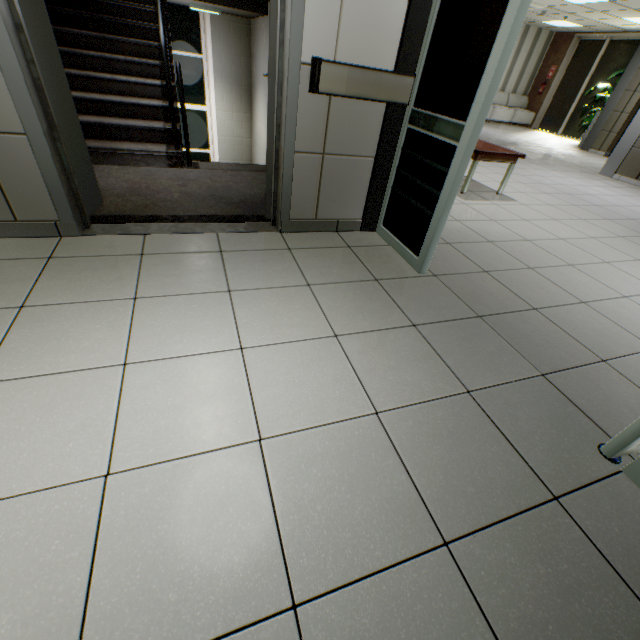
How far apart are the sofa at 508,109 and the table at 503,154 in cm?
1010

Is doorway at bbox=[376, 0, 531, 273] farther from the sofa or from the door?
the sofa

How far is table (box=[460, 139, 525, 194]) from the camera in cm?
402

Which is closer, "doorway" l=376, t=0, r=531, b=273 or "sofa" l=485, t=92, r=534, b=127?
"doorway" l=376, t=0, r=531, b=273

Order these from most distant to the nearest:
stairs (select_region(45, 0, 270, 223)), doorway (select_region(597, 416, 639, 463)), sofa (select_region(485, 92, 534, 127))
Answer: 1. sofa (select_region(485, 92, 534, 127))
2. stairs (select_region(45, 0, 270, 223))
3. doorway (select_region(597, 416, 639, 463))

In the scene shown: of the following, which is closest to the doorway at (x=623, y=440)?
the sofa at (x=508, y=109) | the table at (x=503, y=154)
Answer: the table at (x=503, y=154)

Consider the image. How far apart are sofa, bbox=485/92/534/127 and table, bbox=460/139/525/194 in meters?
10.1 m

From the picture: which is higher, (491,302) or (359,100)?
(359,100)
